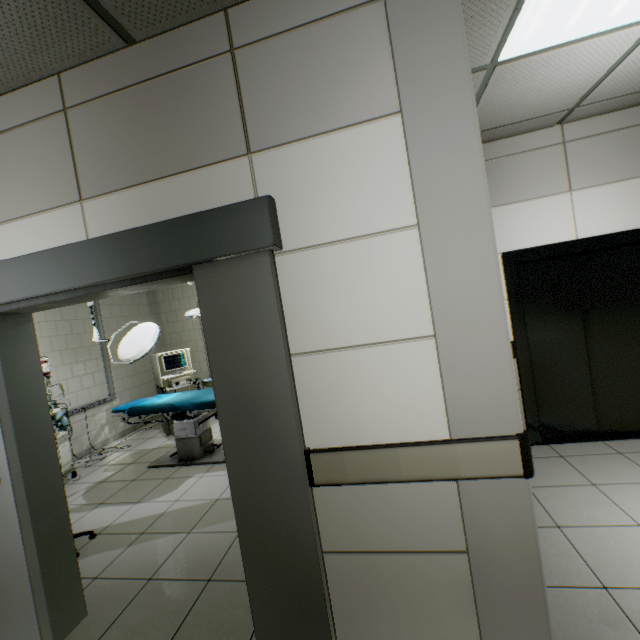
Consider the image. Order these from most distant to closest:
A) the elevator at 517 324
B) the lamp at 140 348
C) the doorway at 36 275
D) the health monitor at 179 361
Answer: the health monitor at 179 361 < the lamp at 140 348 < the elevator at 517 324 < the doorway at 36 275

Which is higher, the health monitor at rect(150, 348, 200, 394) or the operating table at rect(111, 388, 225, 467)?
the health monitor at rect(150, 348, 200, 394)

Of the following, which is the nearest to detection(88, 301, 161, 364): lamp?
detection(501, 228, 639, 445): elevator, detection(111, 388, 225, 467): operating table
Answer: detection(111, 388, 225, 467): operating table

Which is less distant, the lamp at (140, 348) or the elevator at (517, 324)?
the elevator at (517, 324)

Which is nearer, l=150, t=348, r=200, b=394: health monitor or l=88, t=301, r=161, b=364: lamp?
l=88, t=301, r=161, b=364: lamp

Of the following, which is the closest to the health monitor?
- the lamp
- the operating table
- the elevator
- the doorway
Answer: the operating table

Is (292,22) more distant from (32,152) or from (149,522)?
(149,522)

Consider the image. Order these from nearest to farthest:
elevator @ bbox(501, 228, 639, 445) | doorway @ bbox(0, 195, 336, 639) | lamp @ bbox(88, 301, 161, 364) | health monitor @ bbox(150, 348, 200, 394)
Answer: doorway @ bbox(0, 195, 336, 639) < elevator @ bbox(501, 228, 639, 445) < lamp @ bbox(88, 301, 161, 364) < health monitor @ bbox(150, 348, 200, 394)
